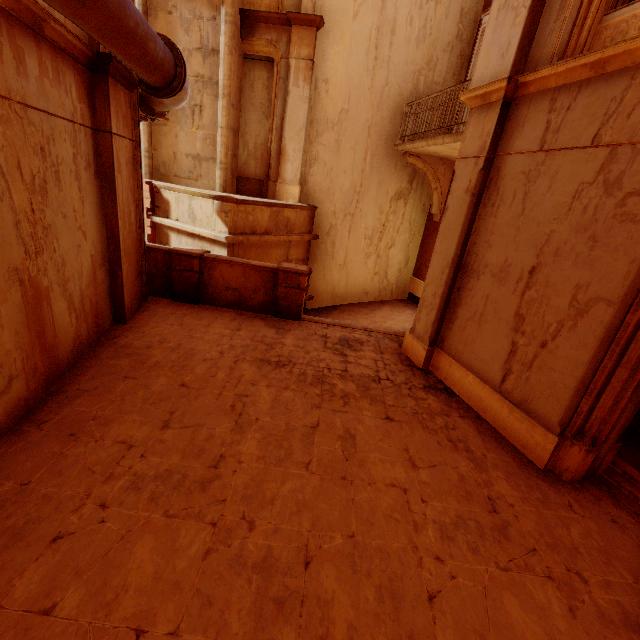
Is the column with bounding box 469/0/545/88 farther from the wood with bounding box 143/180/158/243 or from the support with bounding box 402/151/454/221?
the wood with bounding box 143/180/158/243

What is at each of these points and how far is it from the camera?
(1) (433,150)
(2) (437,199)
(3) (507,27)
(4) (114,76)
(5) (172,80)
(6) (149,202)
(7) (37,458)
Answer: (1) balcony, 8.96m
(2) support, 10.54m
(3) column, 4.45m
(4) column, 4.67m
(5) pipe, 4.34m
(6) wood, 8.79m
(7) building, 3.08m

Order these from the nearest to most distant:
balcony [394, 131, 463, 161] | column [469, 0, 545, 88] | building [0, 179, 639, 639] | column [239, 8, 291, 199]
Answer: building [0, 179, 639, 639]
column [469, 0, 545, 88]
balcony [394, 131, 463, 161]
column [239, 8, 291, 199]

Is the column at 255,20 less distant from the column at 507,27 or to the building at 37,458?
the building at 37,458

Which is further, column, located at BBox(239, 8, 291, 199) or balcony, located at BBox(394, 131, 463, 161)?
column, located at BBox(239, 8, 291, 199)

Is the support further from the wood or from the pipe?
the wood

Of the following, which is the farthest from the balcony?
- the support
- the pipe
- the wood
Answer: the wood

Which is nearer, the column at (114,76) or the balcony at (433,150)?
the column at (114,76)
